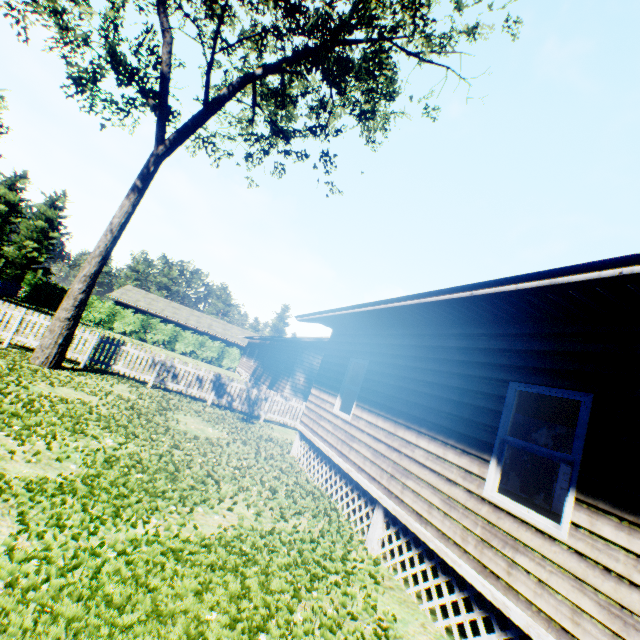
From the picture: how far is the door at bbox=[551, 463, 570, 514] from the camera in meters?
11.9

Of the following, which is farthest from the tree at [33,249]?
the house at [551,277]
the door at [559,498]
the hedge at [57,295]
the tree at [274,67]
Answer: the door at [559,498]

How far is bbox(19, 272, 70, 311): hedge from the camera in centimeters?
3200cm

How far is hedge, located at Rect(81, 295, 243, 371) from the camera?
34.2m

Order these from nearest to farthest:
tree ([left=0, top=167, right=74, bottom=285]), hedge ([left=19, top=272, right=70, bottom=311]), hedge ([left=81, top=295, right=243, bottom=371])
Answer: tree ([left=0, top=167, right=74, bottom=285]), hedge ([left=19, top=272, right=70, bottom=311]), hedge ([left=81, top=295, right=243, bottom=371])

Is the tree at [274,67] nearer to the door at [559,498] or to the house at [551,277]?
the house at [551,277]

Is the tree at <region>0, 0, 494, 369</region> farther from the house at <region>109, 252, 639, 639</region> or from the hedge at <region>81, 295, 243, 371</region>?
the hedge at <region>81, 295, 243, 371</region>

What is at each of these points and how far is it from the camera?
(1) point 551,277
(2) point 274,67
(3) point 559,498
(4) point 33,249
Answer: (1) house, 3.3m
(2) tree, 12.9m
(3) door, 12.0m
(4) tree, 34.1m
